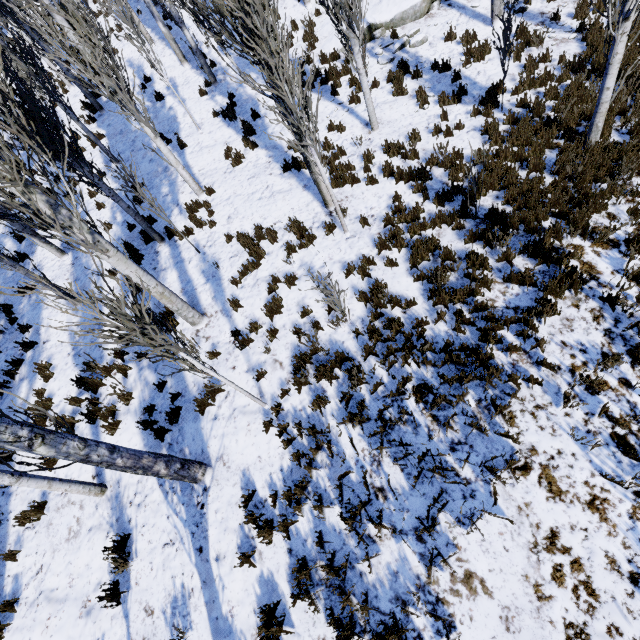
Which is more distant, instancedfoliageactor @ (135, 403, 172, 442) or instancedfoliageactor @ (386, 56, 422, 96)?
instancedfoliageactor @ (386, 56, 422, 96)

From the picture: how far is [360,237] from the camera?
7.21m

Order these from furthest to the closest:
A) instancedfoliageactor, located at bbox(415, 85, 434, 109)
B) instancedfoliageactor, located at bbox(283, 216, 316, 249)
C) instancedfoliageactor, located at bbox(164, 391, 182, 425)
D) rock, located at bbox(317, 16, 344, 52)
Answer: rock, located at bbox(317, 16, 344, 52)
instancedfoliageactor, located at bbox(415, 85, 434, 109)
instancedfoliageactor, located at bbox(283, 216, 316, 249)
instancedfoliageactor, located at bbox(164, 391, 182, 425)

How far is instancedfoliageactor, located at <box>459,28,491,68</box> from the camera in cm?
903

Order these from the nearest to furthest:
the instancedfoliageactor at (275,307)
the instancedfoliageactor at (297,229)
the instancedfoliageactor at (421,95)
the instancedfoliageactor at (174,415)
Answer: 1. the instancedfoliageactor at (174,415)
2. the instancedfoliageactor at (275,307)
3. the instancedfoliageactor at (297,229)
4. the instancedfoliageactor at (421,95)

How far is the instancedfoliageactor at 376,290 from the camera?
5.4 meters
